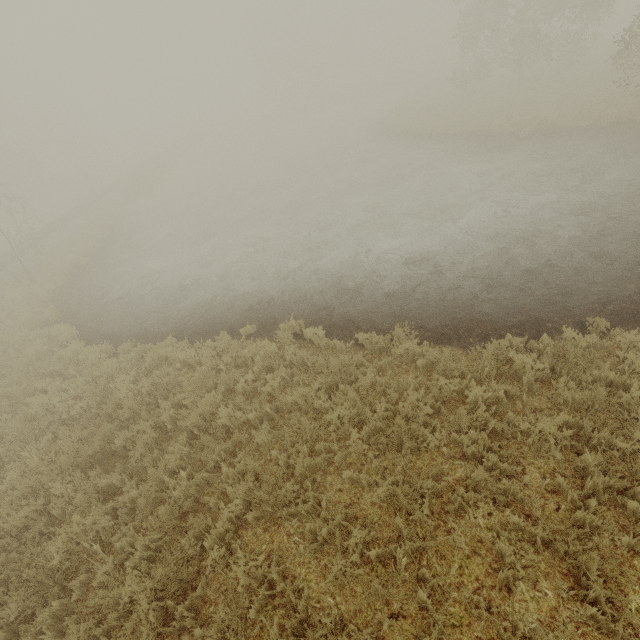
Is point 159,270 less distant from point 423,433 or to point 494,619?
point 423,433
